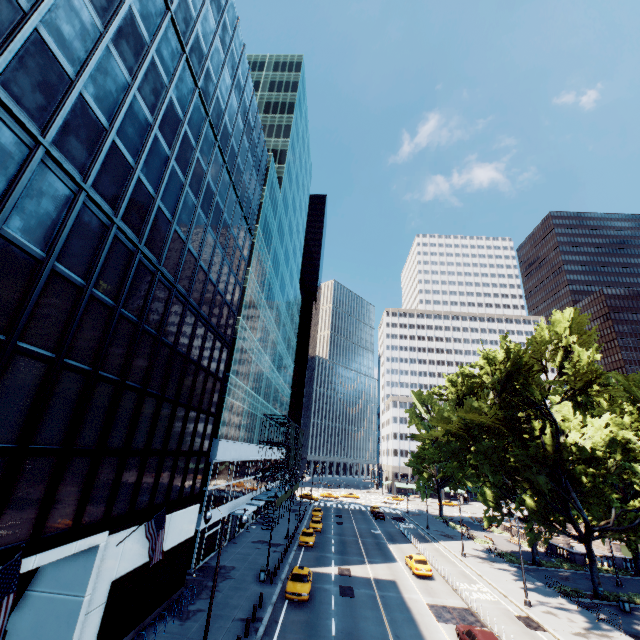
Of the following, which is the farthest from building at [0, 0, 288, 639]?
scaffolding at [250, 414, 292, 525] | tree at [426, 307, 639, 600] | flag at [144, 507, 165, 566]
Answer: tree at [426, 307, 639, 600]

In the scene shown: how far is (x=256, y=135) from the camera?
35.8 meters

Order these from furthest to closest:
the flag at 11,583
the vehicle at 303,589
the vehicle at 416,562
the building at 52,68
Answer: the vehicle at 416,562 → the vehicle at 303,589 → the building at 52,68 → the flag at 11,583

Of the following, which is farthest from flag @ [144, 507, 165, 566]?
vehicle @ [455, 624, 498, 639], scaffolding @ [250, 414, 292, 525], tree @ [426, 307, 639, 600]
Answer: scaffolding @ [250, 414, 292, 525]

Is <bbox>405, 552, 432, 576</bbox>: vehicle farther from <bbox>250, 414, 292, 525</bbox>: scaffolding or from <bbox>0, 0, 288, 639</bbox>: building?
<bbox>0, 0, 288, 639</bbox>: building

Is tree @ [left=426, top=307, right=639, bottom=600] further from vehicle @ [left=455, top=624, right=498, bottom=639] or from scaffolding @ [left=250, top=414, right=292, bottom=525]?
scaffolding @ [left=250, top=414, right=292, bottom=525]

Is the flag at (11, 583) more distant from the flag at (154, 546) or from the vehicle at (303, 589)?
the vehicle at (303, 589)

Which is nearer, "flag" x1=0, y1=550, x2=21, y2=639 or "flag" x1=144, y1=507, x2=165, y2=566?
"flag" x1=0, y1=550, x2=21, y2=639
